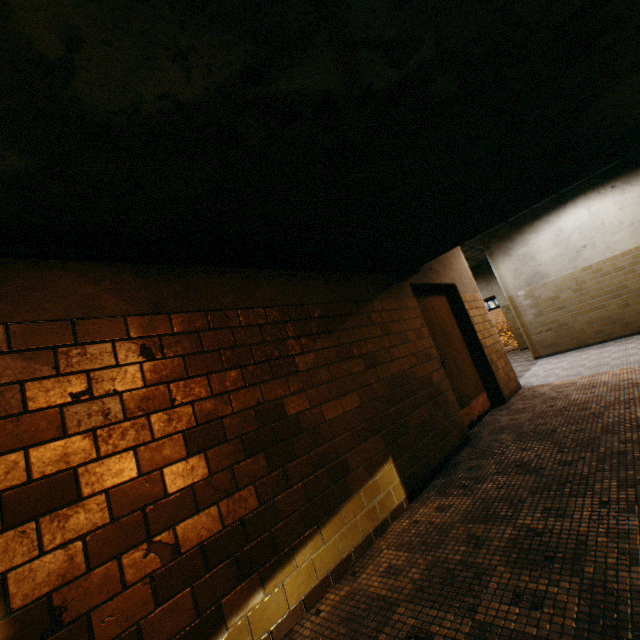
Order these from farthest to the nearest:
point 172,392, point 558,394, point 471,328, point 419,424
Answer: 1. point 471,328
2. point 558,394
3. point 419,424
4. point 172,392

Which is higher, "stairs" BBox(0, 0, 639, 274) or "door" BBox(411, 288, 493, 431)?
"stairs" BBox(0, 0, 639, 274)

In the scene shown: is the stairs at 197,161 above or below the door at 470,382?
above

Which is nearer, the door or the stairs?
the stairs

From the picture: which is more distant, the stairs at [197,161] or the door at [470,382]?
the door at [470,382]

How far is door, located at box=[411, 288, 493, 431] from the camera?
4.73m
